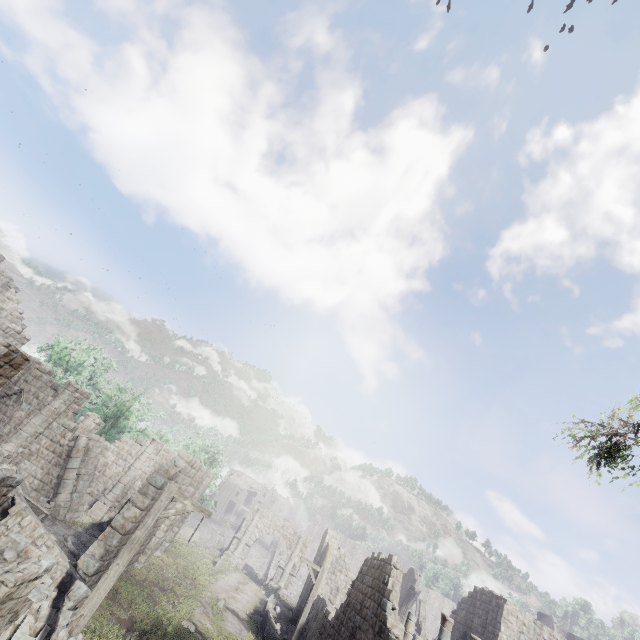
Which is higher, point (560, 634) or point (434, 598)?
point (560, 634)

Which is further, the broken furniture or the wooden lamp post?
the broken furniture

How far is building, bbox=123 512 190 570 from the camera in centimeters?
1746cm

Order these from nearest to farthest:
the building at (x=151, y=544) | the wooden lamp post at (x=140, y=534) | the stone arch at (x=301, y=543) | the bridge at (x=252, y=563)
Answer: the wooden lamp post at (x=140, y=534), the building at (x=151, y=544), the stone arch at (x=301, y=543), the bridge at (x=252, y=563)

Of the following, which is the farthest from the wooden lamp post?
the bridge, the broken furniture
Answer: the bridge

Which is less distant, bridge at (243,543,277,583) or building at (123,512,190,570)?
building at (123,512,190,570)

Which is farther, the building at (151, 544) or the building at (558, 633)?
the building at (558, 633)

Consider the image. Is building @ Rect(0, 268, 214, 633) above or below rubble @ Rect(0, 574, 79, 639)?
above
